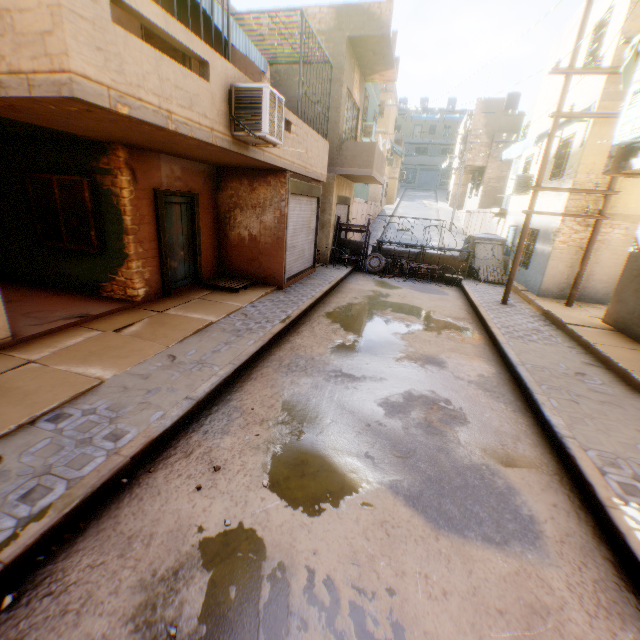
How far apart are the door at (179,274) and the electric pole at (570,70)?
9.8m

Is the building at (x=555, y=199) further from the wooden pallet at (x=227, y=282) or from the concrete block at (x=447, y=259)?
the concrete block at (x=447, y=259)

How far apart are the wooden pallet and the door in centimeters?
54cm

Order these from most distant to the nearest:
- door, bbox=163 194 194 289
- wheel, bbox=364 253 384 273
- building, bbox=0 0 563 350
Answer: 1. wheel, bbox=364 253 384 273
2. door, bbox=163 194 194 289
3. building, bbox=0 0 563 350

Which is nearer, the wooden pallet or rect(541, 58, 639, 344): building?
rect(541, 58, 639, 344): building

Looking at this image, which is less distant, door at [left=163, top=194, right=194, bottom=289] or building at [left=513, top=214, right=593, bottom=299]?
door at [left=163, top=194, right=194, bottom=289]

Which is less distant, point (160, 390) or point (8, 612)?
point (8, 612)

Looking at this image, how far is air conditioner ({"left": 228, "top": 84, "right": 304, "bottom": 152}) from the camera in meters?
5.6
